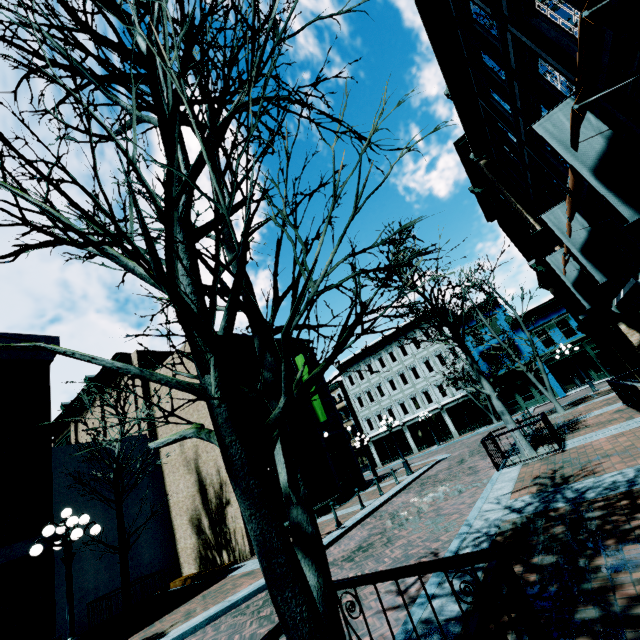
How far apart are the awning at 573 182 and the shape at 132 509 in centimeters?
2286cm

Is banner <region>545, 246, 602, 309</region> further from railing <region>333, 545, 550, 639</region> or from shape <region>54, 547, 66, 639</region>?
shape <region>54, 547, 66, 639</region>

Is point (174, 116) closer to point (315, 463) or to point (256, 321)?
point (256, 321)

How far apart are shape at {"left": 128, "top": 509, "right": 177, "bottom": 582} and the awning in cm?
2286

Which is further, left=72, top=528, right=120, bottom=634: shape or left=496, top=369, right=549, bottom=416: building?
left=496, top=369, right=549, bottom=416: building

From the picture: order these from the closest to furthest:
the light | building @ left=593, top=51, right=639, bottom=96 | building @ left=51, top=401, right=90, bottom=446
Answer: building @ left=593, top=51, right=639, bottom=96 → the light → building @ left=51, top=401, right=90, bottom=446

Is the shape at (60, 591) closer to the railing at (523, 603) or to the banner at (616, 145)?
the railing at (523, 603)

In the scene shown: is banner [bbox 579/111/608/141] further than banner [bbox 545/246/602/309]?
No
